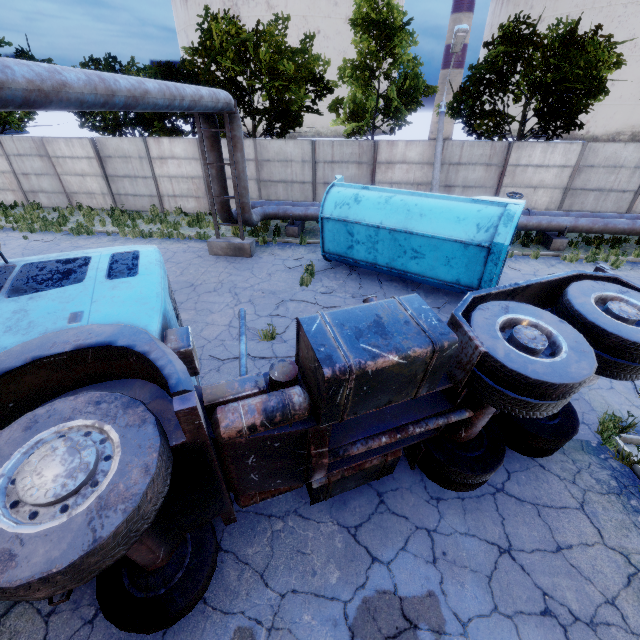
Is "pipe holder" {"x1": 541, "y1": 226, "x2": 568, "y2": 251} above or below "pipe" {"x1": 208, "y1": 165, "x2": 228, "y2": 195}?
below

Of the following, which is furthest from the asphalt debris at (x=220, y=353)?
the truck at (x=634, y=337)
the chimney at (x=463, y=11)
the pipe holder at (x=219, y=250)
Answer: the chimney at (x=463, y=11)

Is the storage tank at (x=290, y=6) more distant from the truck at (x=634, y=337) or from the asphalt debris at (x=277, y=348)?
the truck at (x=634, y=337)

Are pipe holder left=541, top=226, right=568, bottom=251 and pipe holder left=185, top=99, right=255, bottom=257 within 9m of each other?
no

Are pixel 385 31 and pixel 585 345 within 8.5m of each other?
no

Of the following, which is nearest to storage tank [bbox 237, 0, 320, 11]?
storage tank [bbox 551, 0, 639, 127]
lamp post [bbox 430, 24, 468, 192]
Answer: storage tank [bbox 551, 0, 639, 127]

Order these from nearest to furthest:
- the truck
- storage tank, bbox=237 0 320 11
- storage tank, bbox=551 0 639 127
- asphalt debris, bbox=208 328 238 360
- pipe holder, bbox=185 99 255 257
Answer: the truck → asphalt debris, bbox=208 328 238 360 → pipe holder, bbox=185 99 255 257 → storage tank, bbox=551 0 639 127 → storage tank, bbox=237 0 320 11

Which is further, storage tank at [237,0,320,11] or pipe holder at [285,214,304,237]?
storage tank at [237,0,320,11]
